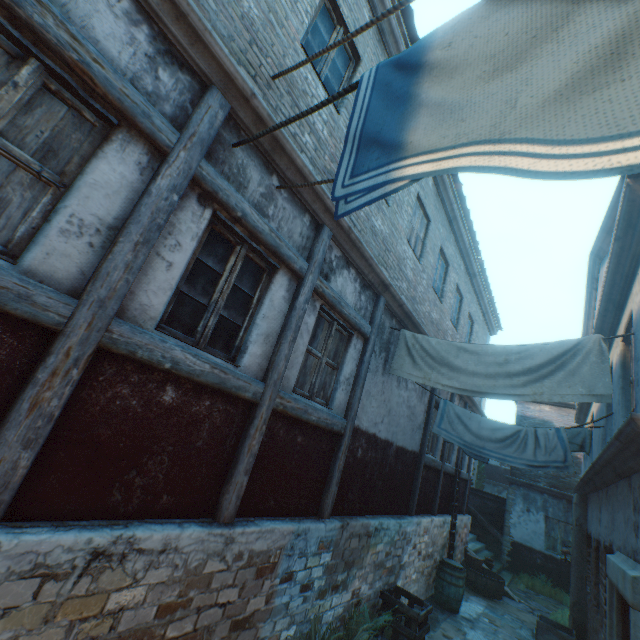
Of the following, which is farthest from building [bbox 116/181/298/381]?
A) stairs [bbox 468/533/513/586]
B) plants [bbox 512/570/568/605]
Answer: plants [bbox 512/570/568/605]

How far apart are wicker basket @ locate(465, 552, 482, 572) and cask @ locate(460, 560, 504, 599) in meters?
0.1

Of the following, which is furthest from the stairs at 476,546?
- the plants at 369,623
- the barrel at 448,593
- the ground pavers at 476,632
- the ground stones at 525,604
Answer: the plants at 369,623

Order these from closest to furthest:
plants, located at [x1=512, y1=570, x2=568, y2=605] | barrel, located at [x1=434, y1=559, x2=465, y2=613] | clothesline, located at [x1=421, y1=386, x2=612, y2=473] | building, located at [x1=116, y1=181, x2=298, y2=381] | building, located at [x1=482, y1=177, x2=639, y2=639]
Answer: building, located at [x1=116, y1=181, x2=298, y2=381], building, located at [x1=482, y1=177, x2=639, y2=639], clothesline, located at [x1=421, y1=386, x2=612, y2=473], barrel, located at [x1=434, y1=559, x2=465, y2=613], plants, located at [x1=512, y1=570, x2=568, y2=605]

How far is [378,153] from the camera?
1.63m

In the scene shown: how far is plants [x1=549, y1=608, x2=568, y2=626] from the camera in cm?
966

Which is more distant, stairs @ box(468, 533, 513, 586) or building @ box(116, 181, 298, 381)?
stairs @ box(468, 533, 513, 586)

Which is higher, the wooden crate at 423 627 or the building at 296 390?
the building at 296 390
